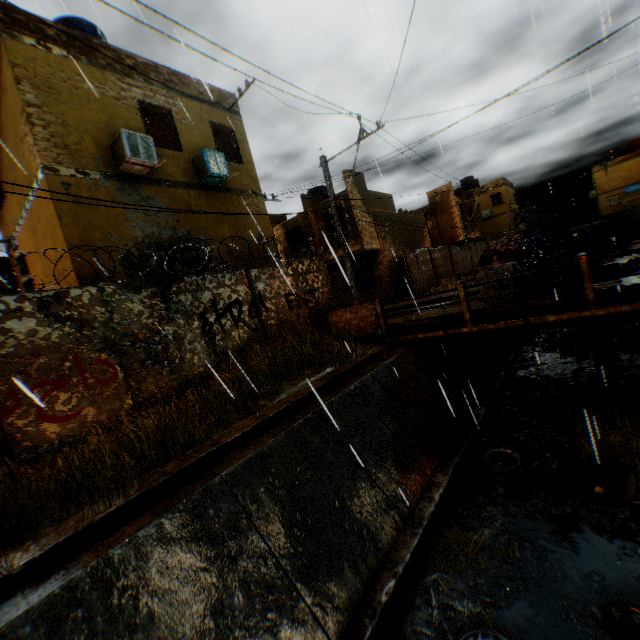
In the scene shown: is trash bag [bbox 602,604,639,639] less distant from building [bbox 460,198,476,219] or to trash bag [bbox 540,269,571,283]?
building [bbox 460,198,476,219]

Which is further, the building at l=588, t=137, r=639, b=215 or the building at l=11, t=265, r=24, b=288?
the building at l=588, t=137, r=639, b=215

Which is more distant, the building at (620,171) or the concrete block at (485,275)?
the building at (620,171)

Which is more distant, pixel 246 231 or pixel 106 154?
pixel 246 231

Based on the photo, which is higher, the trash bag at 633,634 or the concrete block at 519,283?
the concrete block at 519,283

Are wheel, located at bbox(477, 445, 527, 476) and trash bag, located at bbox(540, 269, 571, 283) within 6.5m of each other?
yes

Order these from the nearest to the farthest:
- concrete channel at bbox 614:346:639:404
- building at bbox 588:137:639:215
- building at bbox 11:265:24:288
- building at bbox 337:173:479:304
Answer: concrete channel at bbox 614:346:639:404 → building at bbox 11:265:24:288 → building at bbox 337:173:479:304 → building at bbox 588:137:639:215

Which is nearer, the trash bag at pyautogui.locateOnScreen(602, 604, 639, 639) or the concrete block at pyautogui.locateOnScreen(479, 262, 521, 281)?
the trash bag at pyautogui.locateOnScreen(602, 604, 639, 639)
